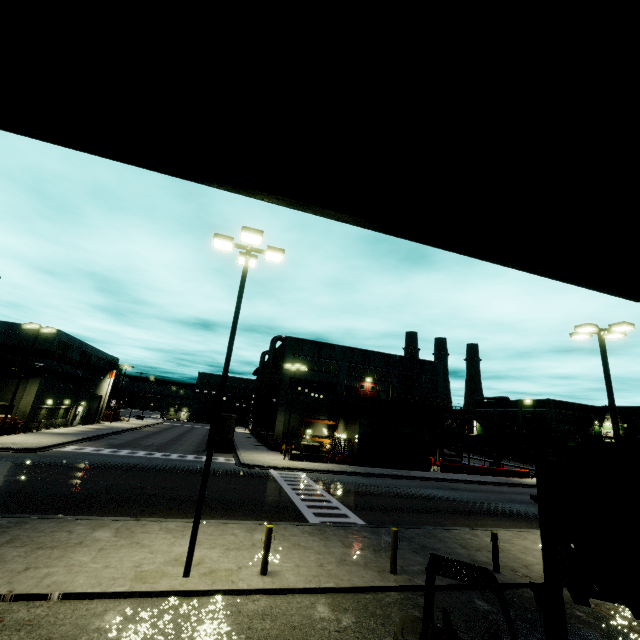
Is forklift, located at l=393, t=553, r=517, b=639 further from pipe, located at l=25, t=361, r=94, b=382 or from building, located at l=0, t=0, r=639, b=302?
pipe, located at l=25, t=361, r=94, b=382

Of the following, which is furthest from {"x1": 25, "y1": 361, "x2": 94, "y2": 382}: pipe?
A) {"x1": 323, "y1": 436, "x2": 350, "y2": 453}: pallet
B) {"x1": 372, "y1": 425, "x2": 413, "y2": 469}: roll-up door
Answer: {"x1": 323, "y1": 436, "x2": 350, "y2": 453}: pallet

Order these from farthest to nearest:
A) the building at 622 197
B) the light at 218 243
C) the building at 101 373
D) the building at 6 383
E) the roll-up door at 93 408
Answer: the roll-up door at 93 408
the building at 101 373
the building at 6 383
the light at 218 243
the building at 622 197

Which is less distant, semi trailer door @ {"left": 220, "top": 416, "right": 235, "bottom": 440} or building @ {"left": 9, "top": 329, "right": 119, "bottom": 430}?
building @ {"left": 9, "top": 329, "right": 119, "bottom": 430}

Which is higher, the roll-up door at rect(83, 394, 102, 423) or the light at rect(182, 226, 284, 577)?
the light at rect(182, 226, 284, 577)

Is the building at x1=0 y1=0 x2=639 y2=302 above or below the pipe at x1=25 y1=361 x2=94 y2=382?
below

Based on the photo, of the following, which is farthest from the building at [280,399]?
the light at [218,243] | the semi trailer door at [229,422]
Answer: the semi trailer door at [229,422]

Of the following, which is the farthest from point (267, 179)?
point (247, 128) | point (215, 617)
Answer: point (215, 617)
